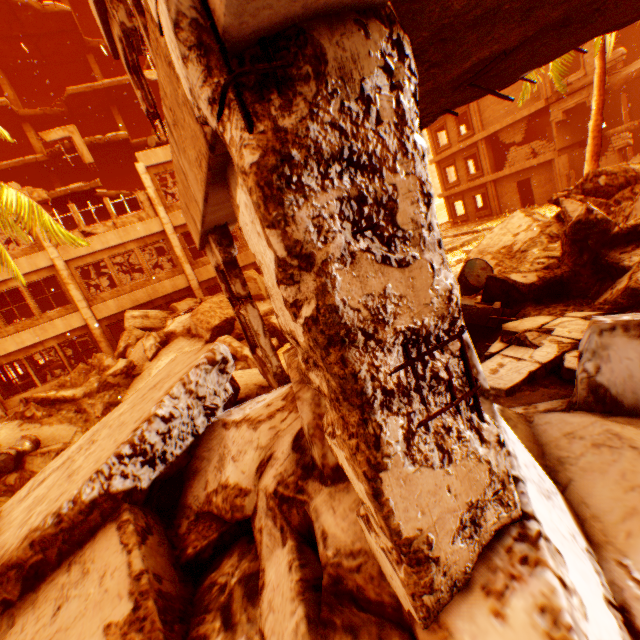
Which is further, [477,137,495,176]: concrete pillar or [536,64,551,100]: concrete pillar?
[477,137,495,176]: concrete pillar

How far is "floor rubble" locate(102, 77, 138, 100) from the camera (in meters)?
18.91

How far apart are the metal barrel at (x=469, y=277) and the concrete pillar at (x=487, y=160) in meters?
23.6

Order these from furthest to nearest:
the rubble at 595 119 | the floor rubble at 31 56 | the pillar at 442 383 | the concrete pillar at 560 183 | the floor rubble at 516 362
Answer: the concrete pillar at 560 183, the floor rubble at 31 56, the rubble at 595 119, the floor rubble at 516 362, the pillar at 442 383

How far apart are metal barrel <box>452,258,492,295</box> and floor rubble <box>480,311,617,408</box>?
1.2m

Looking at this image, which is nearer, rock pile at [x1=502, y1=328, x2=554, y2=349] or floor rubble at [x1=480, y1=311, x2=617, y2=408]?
floor rubble at [x1=480, y1=311, x2=617, y2=408]

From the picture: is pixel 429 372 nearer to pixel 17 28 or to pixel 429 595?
pixel 429 595

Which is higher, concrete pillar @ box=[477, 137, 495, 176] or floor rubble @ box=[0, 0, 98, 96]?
floor rubble @ box=[0, 0, 98, 96]
